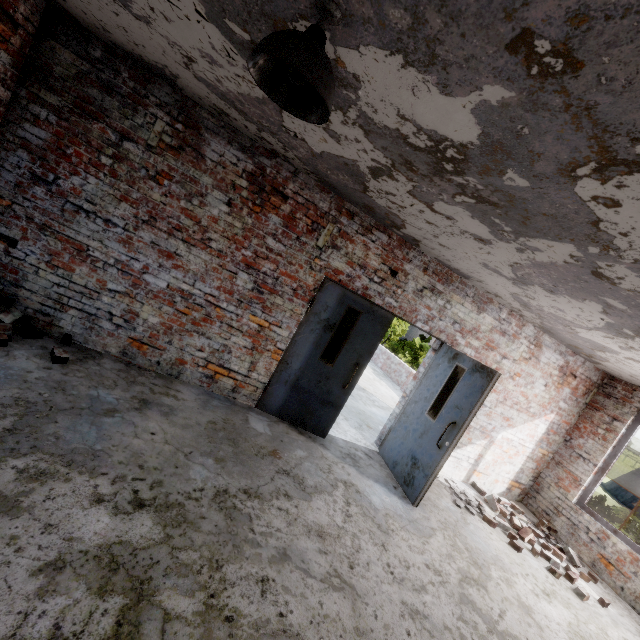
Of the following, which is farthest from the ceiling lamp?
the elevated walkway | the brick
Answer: the brick

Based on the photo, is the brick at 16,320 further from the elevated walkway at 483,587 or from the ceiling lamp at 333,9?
the ceiling lamp at 333,9

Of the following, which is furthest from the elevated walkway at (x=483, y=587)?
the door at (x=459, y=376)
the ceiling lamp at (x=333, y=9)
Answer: the ceiling lamp at (x=333, y=9)

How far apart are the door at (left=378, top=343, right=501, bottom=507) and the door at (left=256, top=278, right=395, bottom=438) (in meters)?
1.12

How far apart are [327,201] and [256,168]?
0.98m

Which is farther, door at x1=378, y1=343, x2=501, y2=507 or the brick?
door at x1=378, y1=343, x2=501, y2=507

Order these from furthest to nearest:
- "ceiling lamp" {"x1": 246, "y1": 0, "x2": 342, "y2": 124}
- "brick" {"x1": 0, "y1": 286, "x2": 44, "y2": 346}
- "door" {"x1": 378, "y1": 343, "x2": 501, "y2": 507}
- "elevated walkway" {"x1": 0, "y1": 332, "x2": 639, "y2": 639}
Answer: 1. "door" {"x1": 378, "y1": 343, "x2": 501, "y2": 507}
2. "brick" {"x1": 0, "y1": 286, "x2": 44, "y2": 346}
3. "elevated walkway" {"x1": 0, "y1": 332, "x2": 639, "y2": 639}
4. "ceiling lamp" {"x1": 246, "y1": 0, "x2": 342, "y2": 124}

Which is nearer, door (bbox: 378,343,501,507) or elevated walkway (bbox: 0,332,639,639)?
elevated walkway (bbox: 0,332,639,639)
